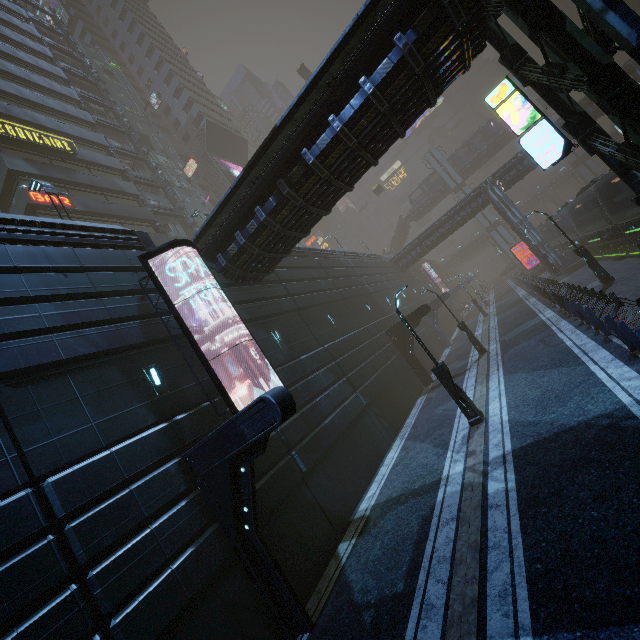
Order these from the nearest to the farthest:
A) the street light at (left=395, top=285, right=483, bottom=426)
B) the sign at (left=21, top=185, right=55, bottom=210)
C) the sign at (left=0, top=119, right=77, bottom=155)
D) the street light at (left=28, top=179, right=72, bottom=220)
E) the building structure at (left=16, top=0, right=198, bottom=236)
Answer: the street light at (left=395, top=285, right=483, bottom=426)
the street light at (left=28, top=179, right=72, bottom=220)
the sign at (left=21, top=185, right=55, bottom=210)
the sign at (left=0, top=119, right=77, bottom=155)
the building structure at (left=16, top=0, right=198, bottom=236)

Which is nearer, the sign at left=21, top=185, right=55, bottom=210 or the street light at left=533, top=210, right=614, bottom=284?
the street light at left=533, top=210, right=614, bottom=284

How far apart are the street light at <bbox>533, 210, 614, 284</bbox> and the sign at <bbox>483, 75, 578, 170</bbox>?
10.2 meters

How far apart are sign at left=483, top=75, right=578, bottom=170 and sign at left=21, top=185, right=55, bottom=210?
25.5m

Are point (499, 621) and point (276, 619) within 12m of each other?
yes

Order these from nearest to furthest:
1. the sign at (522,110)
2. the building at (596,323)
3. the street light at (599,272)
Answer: the building at (596,323), the sign at (522,110), the street light at (599,272)

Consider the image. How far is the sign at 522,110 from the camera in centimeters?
994cm

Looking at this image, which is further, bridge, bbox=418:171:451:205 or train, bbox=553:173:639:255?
bridge, bbox=418:171:451:205
